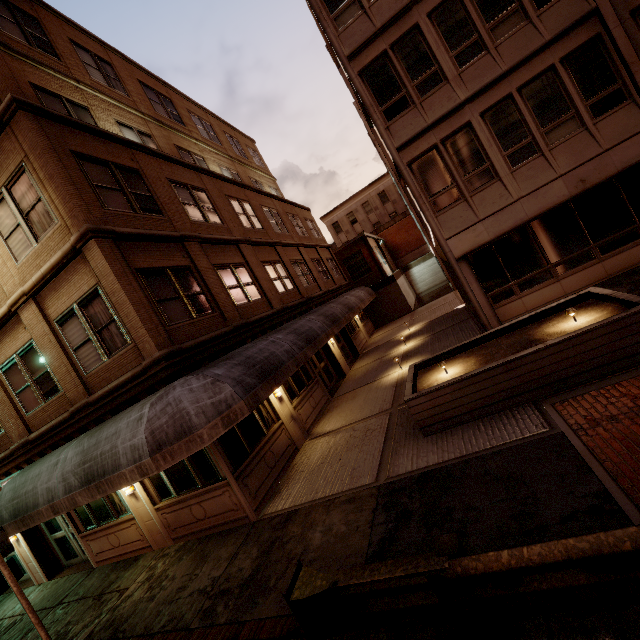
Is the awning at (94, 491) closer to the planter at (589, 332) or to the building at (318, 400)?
the building at (318, 400)

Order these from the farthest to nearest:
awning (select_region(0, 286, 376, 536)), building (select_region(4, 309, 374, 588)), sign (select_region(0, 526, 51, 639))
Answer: building (select_region(4, 309, 374, 588)) < sign (select_region(0, 526, 51, 639)) < awning (select_region(0, 286, 376, 536))

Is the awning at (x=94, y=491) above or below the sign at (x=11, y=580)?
above

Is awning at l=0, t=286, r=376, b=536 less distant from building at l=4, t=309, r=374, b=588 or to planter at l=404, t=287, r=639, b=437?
building at l=4, t=309, r=374, b=588

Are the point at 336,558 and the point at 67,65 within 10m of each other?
no

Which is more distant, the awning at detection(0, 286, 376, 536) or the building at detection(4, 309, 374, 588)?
the building at detection(4, 309, 374, 588)

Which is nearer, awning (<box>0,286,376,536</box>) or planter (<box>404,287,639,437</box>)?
planter (<box>404,287,639,437</box>)

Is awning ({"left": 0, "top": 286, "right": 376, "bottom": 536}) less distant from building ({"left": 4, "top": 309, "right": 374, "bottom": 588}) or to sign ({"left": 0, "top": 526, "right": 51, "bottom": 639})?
building ({"left": 4, "top": 309, "right": 374, "bottom": 588})
